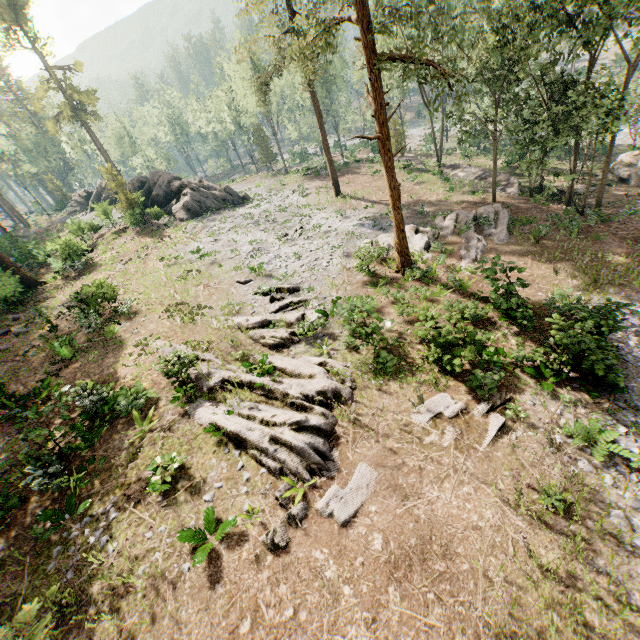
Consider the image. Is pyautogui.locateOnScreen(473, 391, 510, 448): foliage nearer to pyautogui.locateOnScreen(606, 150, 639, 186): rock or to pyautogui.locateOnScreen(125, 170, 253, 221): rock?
pyautogui.locateOnScreen(125, 170, 253, 221): rock

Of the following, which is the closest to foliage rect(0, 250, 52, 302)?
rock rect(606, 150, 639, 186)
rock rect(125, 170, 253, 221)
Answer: rock rect(125, 170, 253, 221)

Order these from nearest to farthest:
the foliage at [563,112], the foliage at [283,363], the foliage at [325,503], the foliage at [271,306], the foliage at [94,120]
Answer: the foliage at [325,503]
the foliage at [283,363]
the foliage at [563,112]
the foliage at [271,306]
the foliage at [94,120]

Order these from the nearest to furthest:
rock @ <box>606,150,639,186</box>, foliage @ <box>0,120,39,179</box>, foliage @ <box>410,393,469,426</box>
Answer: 1. foliage @ <box>410,393,469,426</box>
2. rock @ <box>606,150,639,186</box>
3. foliage @ <box>0,120,39,179</box>

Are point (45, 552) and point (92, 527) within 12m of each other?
yes

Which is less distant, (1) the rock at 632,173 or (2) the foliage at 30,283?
(2) the foliage at 30,283
